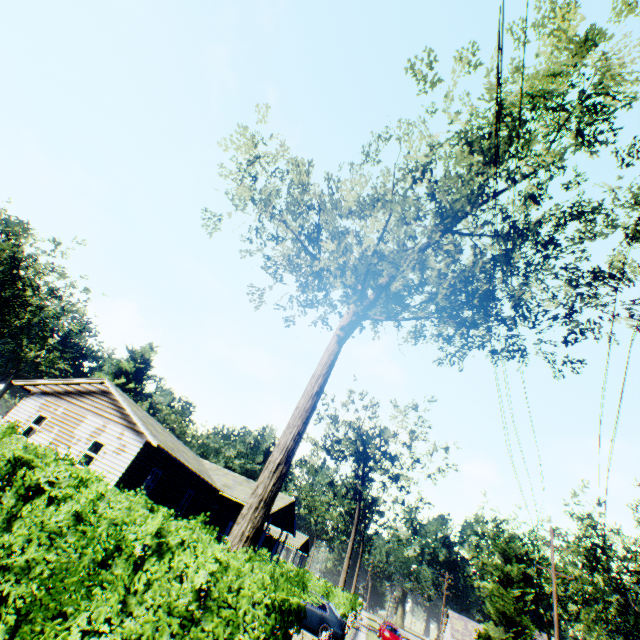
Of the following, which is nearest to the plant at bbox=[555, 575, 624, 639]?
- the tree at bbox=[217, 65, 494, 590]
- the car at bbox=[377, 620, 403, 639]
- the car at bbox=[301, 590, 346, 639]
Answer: the car at bbox=[377, 620, 403, 639]

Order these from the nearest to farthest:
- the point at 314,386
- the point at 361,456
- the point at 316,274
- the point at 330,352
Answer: the point at 314,386 → the point at 330,352 → the point at 316,274 → the point at 361,456

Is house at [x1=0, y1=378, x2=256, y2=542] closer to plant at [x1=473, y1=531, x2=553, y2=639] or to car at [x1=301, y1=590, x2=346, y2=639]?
car at [x1=301, y1=590, x2=346, y2=639]

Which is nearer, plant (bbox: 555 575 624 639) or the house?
the house

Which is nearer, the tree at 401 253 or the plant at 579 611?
the tree at 401 253

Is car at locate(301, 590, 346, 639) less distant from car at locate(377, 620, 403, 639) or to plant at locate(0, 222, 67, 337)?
car at locate(377, 620, 403, 639)

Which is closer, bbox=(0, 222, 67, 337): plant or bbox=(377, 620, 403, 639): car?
bbox=(377, 620, 403, 639): car

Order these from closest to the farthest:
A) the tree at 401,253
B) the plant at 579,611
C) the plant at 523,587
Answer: the tree at 401,253
the plant at 523,587
the plant at 579,611
